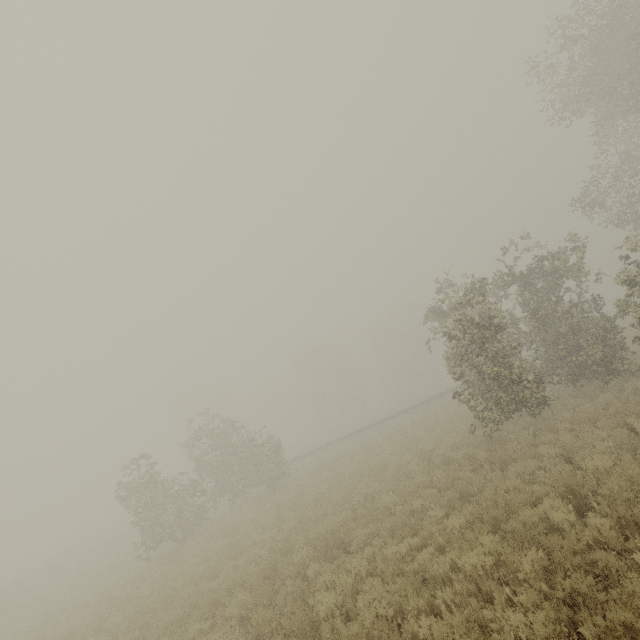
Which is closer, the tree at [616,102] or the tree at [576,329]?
the tree at [576,329]

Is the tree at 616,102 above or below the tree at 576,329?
above

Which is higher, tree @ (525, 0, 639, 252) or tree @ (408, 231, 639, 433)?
tree @ (525, 0, 639, 252)

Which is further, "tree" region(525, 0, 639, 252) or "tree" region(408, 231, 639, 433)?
"tree" region(525, 0, 639, 252)

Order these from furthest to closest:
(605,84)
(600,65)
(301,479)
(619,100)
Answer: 1. (301,479)
2. (600,65)
3. (619,100)
4. (605,84)
